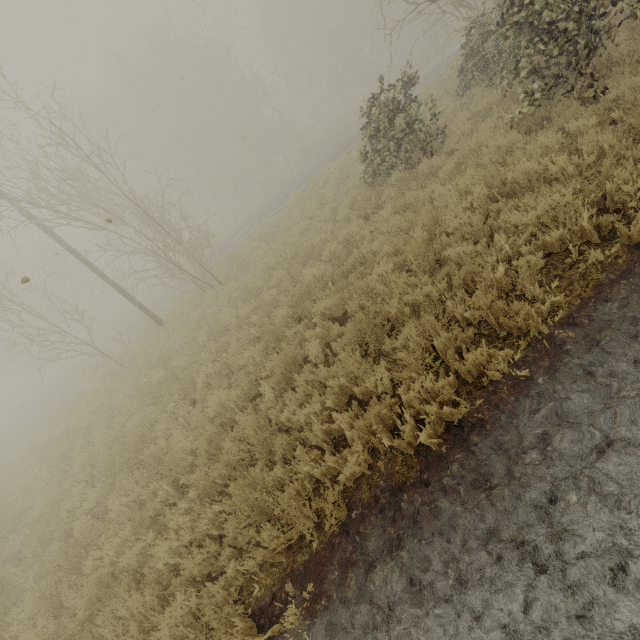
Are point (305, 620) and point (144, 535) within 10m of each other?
yes
